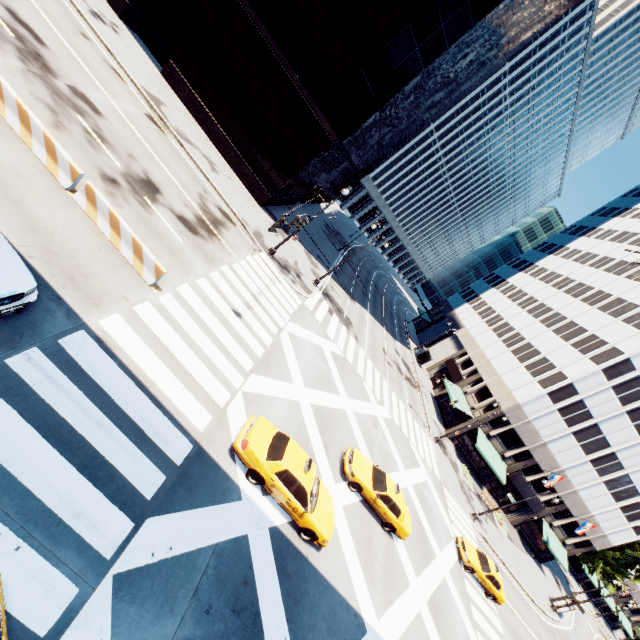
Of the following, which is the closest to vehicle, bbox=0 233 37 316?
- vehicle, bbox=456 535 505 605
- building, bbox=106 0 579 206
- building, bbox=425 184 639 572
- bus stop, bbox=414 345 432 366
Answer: building, bbox=106 0 579 206

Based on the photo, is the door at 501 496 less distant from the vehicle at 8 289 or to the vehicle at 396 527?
the vehicle at 396 527

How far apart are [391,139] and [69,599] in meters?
54.0

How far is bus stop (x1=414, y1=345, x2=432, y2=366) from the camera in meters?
49.4

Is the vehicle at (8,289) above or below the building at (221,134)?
below

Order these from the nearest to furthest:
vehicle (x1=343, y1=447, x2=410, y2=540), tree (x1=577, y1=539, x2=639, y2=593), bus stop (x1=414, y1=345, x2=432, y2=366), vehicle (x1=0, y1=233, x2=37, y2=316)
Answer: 1. vehicle (x1=0, y1=233, x2=37, y2=316)
2. vehicle (x1=343, y1=447, x2=410, y2=540)
3. tree (x1=577, y1=539, x2=639, y2=593)
4. bus stop (x1=414, y1=345, x2=432, y2=366)

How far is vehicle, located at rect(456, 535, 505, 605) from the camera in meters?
21.6 m

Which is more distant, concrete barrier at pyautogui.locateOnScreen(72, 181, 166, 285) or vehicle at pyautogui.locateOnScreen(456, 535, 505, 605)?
vehicle at pyautogui.locateOnScreen(456, 535, 505, 605)
